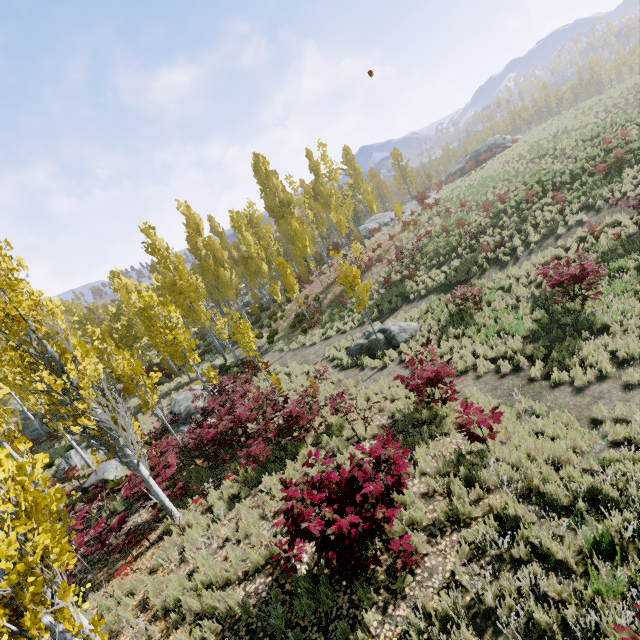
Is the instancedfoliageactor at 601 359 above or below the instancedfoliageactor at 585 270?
below

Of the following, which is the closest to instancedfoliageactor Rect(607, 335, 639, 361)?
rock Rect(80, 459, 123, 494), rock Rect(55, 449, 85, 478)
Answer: rock Rect(55, 449, 85, 478)

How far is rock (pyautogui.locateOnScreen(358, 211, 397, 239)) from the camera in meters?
34.8

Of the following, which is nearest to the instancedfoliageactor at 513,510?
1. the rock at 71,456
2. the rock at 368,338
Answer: the rock at 71,456

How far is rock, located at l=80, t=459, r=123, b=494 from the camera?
14.1 meters

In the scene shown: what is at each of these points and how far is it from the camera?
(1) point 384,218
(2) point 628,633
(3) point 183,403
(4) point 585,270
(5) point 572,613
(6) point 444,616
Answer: (1) rock, 36.97m
(2) instancedfoliageactor, 2.69m
(3) rock, 18.58m
(4) instancedfoliageactor, 9.95m
(5) instancedfoliageactor, 3.65m
(6) instancedfoliageactor, 4.28m

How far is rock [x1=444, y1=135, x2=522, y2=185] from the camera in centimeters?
4134cm

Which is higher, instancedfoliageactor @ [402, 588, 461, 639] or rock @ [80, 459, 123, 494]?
instancedfoliageactor @ [402, 588, 461, 639]
